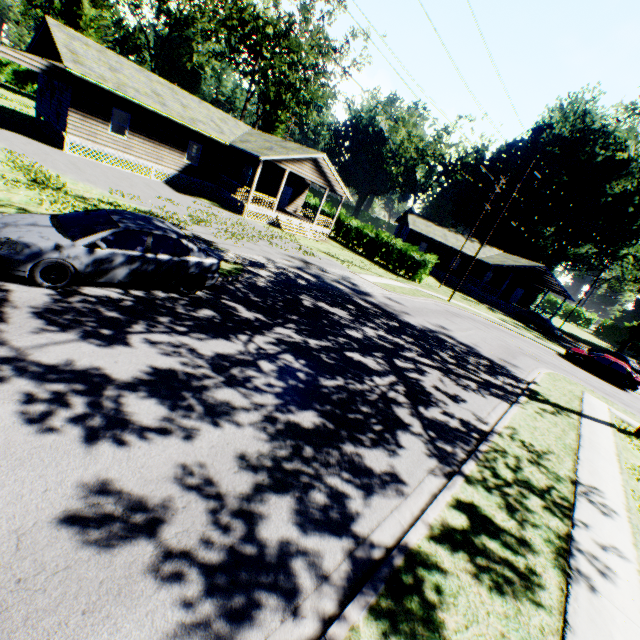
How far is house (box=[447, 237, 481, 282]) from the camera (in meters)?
42.94

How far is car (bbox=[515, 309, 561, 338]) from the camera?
34.1 meters

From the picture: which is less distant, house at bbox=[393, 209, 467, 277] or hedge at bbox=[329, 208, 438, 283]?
hedge at bbox=[329, 208, 438, 283]

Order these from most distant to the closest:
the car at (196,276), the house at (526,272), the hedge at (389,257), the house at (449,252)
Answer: the house at (449,252)
the house at (526,272)
the hedge at (389,257)
the car at (196,276)

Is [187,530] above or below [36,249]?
below

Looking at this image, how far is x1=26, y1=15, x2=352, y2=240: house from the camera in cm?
1931

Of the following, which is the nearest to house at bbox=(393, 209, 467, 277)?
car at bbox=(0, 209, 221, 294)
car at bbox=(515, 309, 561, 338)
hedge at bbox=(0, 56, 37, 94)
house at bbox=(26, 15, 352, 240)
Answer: car at bbox=(515, 309, 561, 338)

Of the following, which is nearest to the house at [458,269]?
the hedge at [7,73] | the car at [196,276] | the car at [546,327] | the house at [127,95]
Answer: the car at [546,327]
